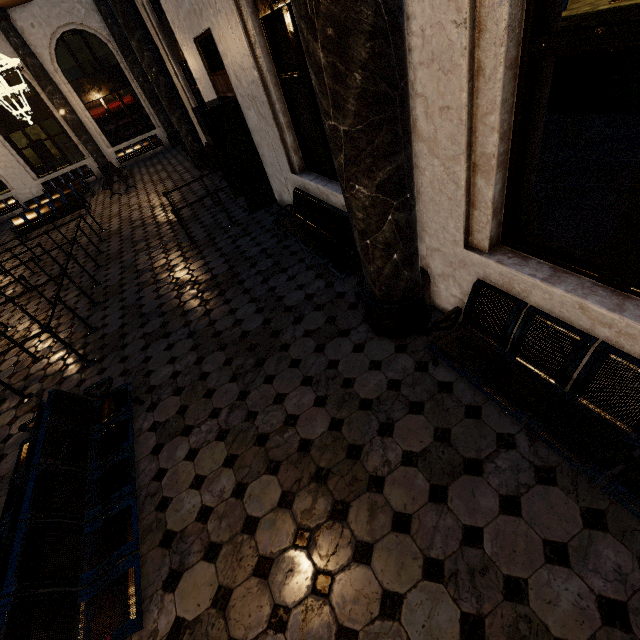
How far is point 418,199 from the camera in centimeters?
313cm
